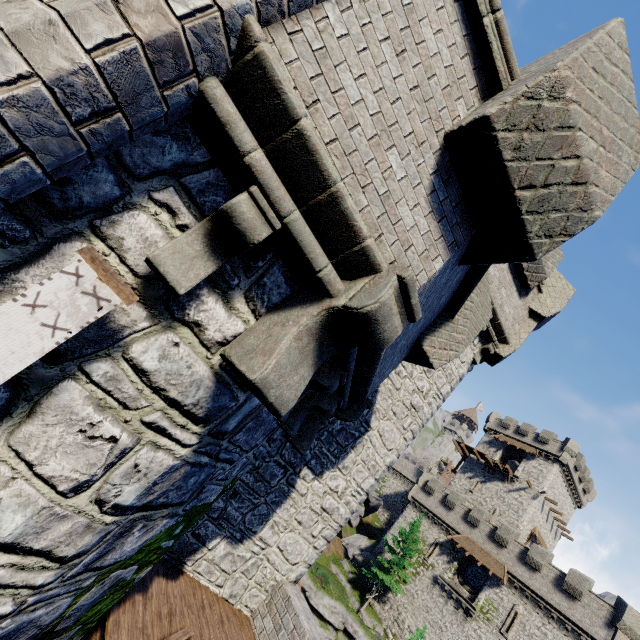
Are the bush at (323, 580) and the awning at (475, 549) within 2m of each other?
no

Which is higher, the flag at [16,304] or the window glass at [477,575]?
the window glass at [477,575]

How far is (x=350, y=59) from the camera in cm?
227

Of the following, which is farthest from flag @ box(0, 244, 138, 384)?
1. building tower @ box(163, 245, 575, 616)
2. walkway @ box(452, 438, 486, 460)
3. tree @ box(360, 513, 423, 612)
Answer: walkway @ box(452, 438, 486, 460)

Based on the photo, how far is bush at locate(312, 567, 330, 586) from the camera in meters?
28.3 m

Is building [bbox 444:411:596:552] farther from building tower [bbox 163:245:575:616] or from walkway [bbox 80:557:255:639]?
walkway [bbox 80:557:255:639]

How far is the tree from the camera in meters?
31.0 m

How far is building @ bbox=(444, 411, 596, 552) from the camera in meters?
38.4
